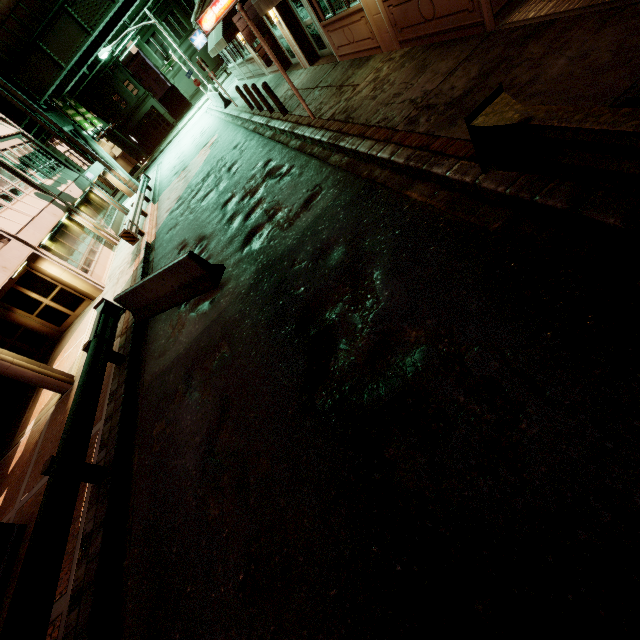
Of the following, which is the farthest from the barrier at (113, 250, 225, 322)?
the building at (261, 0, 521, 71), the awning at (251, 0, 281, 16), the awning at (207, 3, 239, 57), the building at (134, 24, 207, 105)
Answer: the building at (134, 24, 207, 105)

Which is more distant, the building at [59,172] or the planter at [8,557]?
the building at [59,172]

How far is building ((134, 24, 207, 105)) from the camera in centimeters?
4109cm

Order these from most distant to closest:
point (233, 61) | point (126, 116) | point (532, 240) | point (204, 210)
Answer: point (126, 116) → point (233, 61) → point (204, 210) → point (532, 240)

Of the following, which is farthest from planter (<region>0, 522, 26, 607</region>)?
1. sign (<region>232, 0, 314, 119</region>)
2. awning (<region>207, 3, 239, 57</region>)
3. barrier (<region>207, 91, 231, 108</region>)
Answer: barrier (<region>207, 91, 231, 108</region>)

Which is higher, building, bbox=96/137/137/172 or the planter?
building, bbox=96/137/137/172

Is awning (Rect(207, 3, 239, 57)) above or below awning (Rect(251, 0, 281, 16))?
above

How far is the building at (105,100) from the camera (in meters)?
42.78
